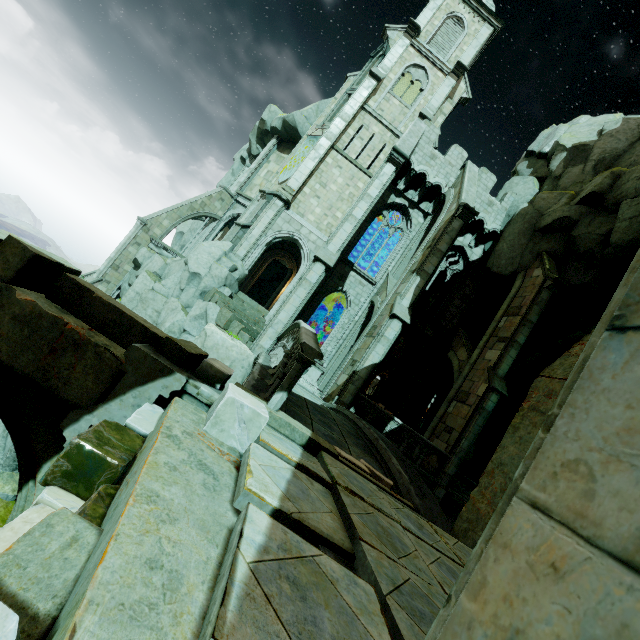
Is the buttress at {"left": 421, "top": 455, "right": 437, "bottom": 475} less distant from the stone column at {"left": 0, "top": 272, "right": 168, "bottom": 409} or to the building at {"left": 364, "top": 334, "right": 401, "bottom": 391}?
the building at {"left": 364, "top": 334, "right": 401, "bottom": 391}

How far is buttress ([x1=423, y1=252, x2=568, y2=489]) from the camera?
14.63m

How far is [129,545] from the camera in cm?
148

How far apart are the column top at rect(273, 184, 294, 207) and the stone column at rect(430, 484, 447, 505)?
16.65m

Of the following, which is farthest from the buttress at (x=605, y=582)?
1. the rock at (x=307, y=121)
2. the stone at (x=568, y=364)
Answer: the rock at (x=307, y=121)

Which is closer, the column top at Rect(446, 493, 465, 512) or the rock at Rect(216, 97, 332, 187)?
the column top at Rect(446, 493, 465, 512)

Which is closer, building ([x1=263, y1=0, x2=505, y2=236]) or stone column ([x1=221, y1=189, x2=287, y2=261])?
stone column ([x1=221, y1=189, x2=287, y2=261])

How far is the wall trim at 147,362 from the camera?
3.54m
